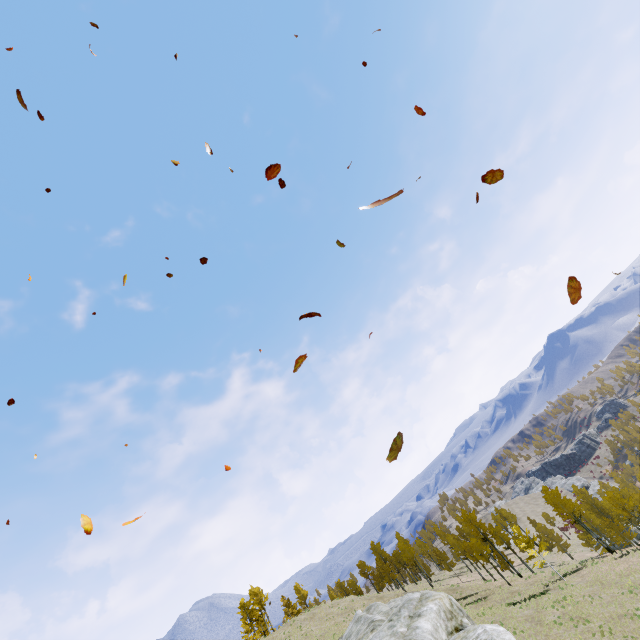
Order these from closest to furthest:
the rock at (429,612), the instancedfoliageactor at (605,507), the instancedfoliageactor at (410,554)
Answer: the rock at (429,612)
the instancedfoliageactor at (605,507)
the instancedfoliageactor at (410,554)

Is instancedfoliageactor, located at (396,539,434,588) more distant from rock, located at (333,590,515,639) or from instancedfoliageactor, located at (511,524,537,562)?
instancedfoliageactor, located at (511,524,537,562)

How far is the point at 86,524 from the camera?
4.5 meters

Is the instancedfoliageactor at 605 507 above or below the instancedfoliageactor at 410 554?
below

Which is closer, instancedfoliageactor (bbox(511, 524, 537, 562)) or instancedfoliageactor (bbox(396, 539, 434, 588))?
instancedfoliageactor (bbox(511, 524, 537, 562))

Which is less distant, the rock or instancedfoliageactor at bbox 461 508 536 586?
the rock
